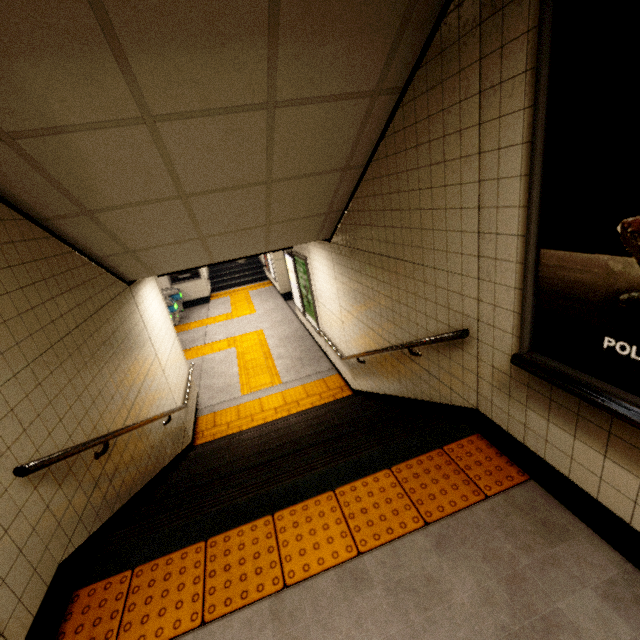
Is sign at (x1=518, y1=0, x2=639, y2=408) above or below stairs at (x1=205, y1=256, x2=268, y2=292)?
above

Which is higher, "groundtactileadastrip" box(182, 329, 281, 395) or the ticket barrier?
the ticket barrier

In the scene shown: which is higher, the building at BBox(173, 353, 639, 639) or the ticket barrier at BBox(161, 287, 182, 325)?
the building at BBox(173, 353, 639, 639)

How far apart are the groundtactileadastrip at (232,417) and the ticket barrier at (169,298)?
6.4 meters

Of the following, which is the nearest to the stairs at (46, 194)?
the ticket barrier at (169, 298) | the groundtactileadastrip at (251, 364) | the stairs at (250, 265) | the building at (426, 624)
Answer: the building at (426, 624)

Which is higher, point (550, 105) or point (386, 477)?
point (550, 105)

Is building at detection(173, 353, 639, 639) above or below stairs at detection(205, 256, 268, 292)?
above

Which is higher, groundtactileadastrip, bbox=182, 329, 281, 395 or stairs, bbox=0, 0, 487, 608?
stairs, bbox=0, 0, 487, 608
